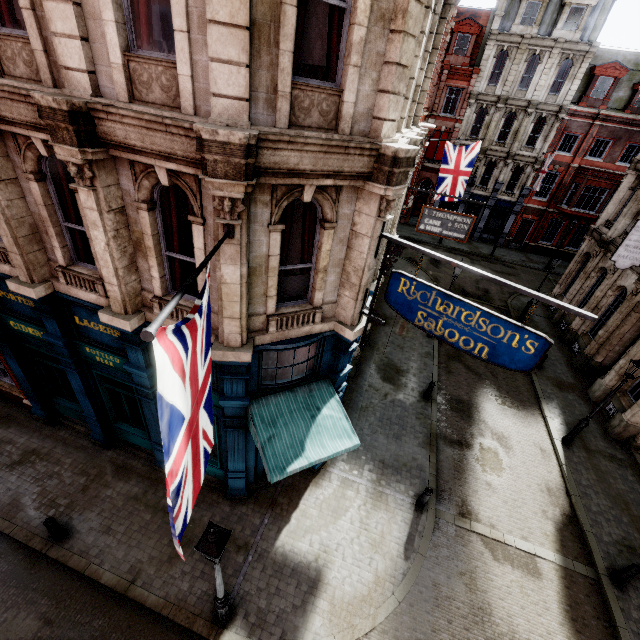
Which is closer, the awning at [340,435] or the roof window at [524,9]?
the awning at [340,435]

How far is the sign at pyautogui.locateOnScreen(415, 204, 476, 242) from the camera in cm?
1263

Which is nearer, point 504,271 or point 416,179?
point 504,271

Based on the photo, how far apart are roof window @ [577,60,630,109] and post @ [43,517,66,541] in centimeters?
4204cm

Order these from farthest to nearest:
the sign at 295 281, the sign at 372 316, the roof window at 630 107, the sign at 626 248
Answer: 1. the roof window at 630 107
2. the sign at 626 248
3. the sign at 295 281
4. the sign at 372 316

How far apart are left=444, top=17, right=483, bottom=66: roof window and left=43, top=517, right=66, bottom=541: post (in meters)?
39.14

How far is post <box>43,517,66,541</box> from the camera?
8.1 meters

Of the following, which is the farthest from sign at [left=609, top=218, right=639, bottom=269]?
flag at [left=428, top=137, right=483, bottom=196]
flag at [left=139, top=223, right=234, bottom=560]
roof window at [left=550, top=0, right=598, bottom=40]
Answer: roof window at [left=550, top=0, right=598, bottom=40]
